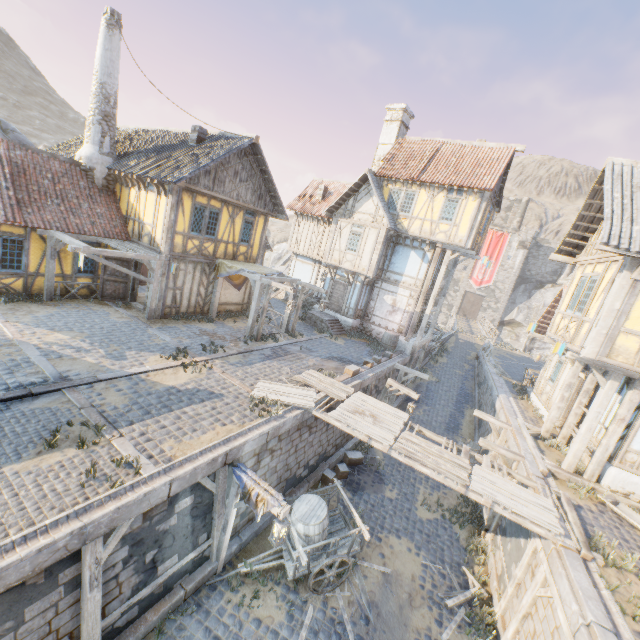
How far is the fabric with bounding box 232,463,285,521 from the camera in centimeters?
681cm

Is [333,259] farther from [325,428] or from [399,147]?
[325,428]

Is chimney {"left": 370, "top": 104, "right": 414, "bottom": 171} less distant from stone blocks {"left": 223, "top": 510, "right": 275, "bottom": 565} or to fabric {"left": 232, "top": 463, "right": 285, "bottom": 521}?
stone blocks {"left": 223, "top": 510, "right": 275, "bottom": 565}

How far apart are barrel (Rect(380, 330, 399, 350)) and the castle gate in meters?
35.1

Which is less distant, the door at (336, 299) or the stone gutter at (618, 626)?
the stone gutter at (618, 626)

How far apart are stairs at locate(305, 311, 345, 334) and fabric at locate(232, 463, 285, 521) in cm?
1262

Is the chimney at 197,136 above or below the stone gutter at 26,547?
above

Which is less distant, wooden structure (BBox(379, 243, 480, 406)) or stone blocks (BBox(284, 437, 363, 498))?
stone blocks (BBox(284, 437, 363, 498))
